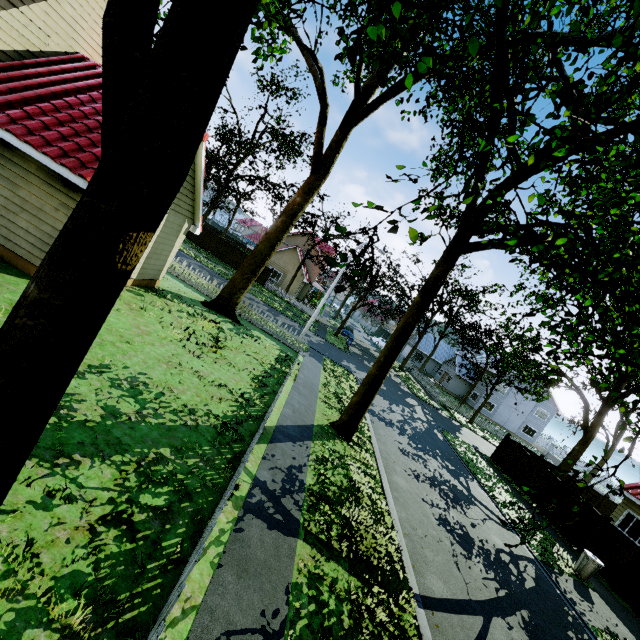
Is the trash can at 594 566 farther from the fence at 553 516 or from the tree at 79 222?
the tree at 79 222

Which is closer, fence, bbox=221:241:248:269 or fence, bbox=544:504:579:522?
fence, bbox=544:504:579:522

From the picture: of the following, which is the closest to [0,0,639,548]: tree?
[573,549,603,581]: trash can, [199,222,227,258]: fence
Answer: [199,222,227,258]: fence

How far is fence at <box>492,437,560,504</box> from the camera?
18.5 meters

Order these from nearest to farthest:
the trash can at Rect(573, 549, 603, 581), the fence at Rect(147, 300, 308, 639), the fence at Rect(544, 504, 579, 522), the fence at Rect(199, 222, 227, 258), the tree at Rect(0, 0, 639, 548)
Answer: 1. the tree at Rect(0, 0, 639, 548)
2. the fence at Rect(147, 300, 308, 639)
3. the trash can at Rect(573, 549, 603, 581)
4. the fence at Rect(544, 504, 579, 522)
5. the fence at Rect(199, 222, 227, 258)

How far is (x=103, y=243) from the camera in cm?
168

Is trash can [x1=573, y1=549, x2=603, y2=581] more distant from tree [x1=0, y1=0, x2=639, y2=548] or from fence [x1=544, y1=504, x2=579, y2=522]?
tree [x1=0, y1=0, x2=639, y2=548]

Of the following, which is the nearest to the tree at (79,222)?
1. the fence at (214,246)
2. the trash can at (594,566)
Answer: the fence at (214,246)
